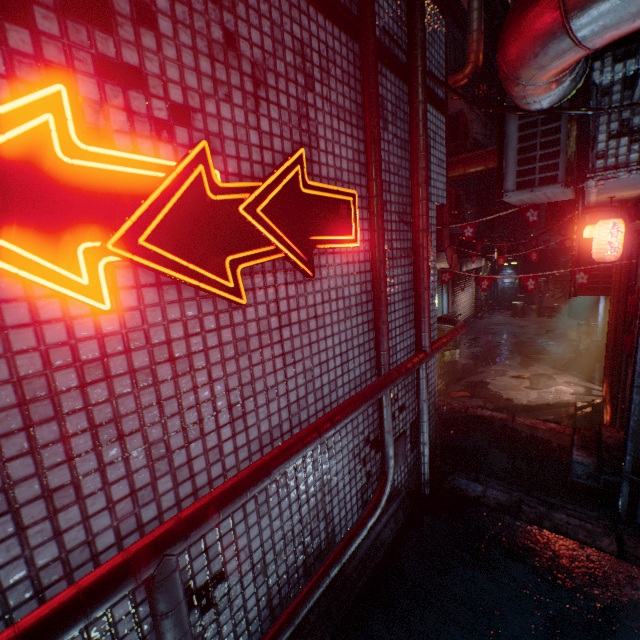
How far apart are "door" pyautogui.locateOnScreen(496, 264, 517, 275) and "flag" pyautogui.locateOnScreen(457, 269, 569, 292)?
13.6 meters

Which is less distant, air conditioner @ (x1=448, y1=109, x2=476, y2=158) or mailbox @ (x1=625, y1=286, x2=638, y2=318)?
mailbox @ (x1=625, y1=286, x2=638, y2=318)

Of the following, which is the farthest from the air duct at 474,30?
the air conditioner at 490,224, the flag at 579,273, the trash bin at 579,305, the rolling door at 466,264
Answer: the trash bin at 579,305

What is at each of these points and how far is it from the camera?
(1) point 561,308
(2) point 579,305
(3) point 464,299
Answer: (1) trash can, 13.7 meters
(2) trash bin, 13.2 meters
(3) rolling door, 13.5 meters

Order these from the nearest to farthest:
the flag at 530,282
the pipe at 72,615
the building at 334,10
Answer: the pipe at 72,615, the building at 334,10, the flag at 530,282

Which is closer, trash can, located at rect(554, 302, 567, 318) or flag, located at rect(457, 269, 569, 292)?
flag, located at rect(457, 269, 569, 292)

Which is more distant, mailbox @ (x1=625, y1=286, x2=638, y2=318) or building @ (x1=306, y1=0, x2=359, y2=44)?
mailbox @ (x1=625, y1=286, x2=638, y2=318)

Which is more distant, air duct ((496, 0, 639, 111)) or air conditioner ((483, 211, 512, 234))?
air conditioner ((483, 211, 512, 234))
